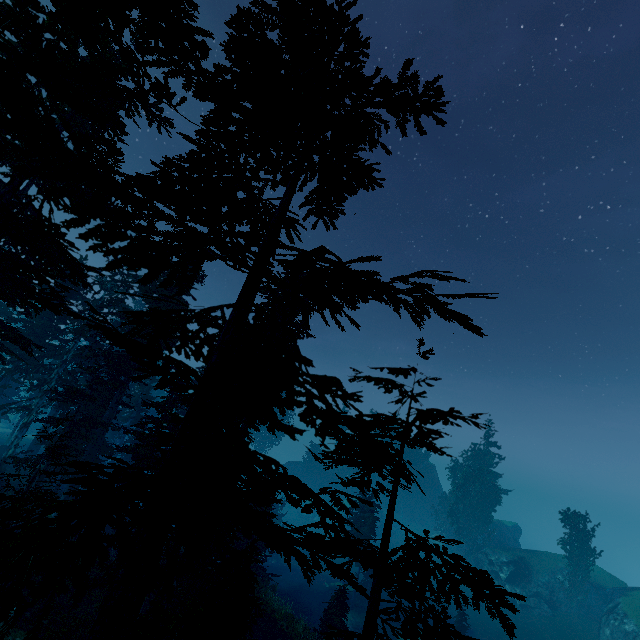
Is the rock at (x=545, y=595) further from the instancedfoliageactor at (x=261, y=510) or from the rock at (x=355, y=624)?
the rock at (x=355, y=624)

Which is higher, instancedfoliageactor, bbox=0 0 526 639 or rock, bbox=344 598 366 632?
instancedfoliageactor, bbox=0 0 526 639

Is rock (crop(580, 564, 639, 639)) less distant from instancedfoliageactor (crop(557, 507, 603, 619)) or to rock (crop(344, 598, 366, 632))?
instancedfoliageactor (crop(557, 507, 603, 619))

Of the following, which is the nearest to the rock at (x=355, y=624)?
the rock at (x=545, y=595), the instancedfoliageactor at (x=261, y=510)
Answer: the instancedfoliageactor at (x=261, y=510)

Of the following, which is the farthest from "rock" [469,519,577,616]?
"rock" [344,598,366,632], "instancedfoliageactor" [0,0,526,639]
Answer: "rock" [344,598,366,632]

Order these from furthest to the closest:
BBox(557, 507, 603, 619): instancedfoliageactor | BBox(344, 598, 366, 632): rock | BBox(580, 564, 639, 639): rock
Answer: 1. BBox(557, 507, 603, 619): instancedfoliageactor
2. BBox(580, 564, 639, 639): rock
3. BBox(344, 598, 366, 632): rock

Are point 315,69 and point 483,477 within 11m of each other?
no
